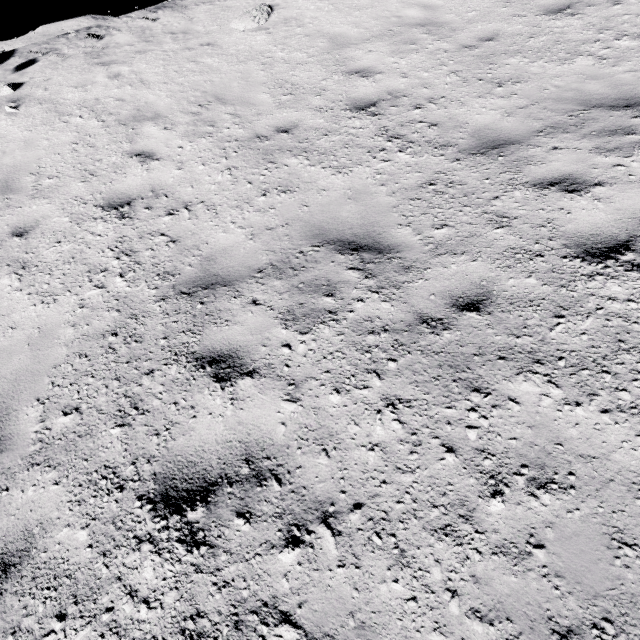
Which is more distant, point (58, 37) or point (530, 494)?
point (58, 37)
